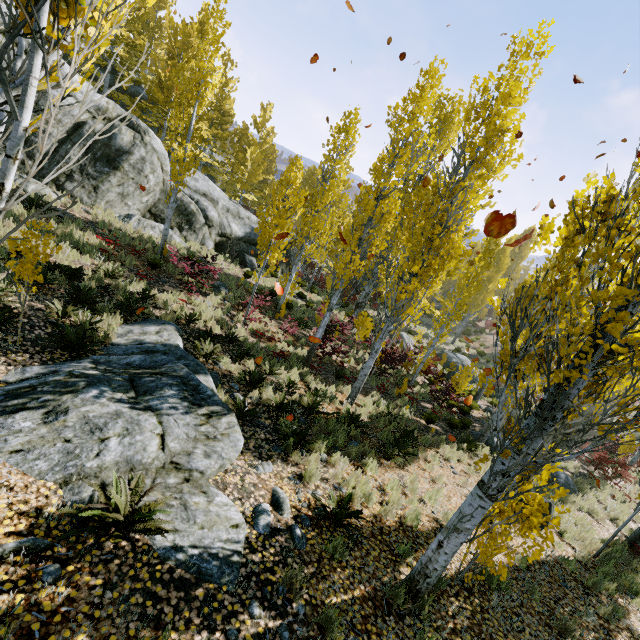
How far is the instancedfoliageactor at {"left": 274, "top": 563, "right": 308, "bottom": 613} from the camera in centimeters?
359cm

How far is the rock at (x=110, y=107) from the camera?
13.9m

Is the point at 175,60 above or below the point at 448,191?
above

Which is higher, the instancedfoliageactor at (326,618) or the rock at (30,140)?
the rock at (30,140)

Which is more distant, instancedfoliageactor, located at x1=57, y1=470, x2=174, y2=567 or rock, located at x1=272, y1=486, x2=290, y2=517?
rock, located at x1=272, y1=486, x2=290, y2=517

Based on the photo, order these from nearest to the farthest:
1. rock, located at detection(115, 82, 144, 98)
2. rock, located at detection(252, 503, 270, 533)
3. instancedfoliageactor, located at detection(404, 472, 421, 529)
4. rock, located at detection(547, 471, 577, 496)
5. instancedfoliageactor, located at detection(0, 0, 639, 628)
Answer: instancedfoliageactor, located at detection(0, 0, 639, 628), rock, located at detection(252, 503, 270, 533), instancedfoliageactor, located at detection(404, 472, 421, 529), rock, located at detection(547, 471, 577, 496), rock, located at detection(115, 82, 144, 98)

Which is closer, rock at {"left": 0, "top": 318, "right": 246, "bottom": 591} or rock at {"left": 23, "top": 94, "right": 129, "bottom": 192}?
rock at {"left": 0, "top": 318, "right": 246, "bottom": 591}
